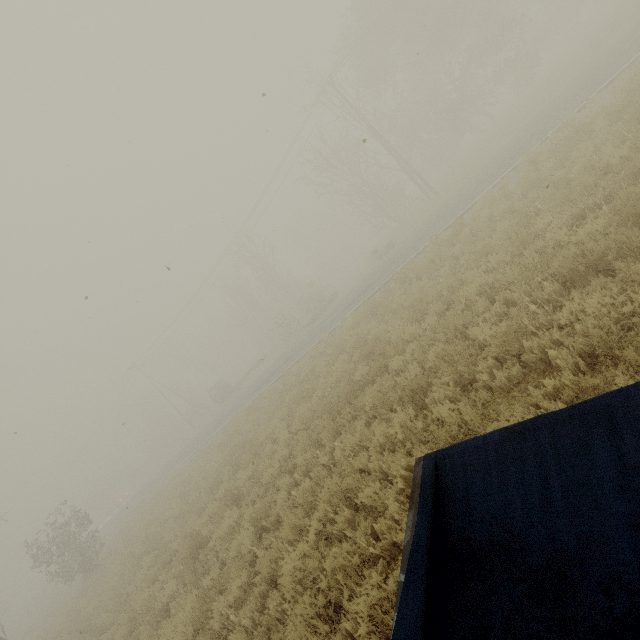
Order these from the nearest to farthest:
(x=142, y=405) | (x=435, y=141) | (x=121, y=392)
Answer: (x=435, y=141)
(x=121, y=392)
(x=142, y=405)

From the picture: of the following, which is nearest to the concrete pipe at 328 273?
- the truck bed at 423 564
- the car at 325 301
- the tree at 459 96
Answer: the car at 325 301

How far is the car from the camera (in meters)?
28.22

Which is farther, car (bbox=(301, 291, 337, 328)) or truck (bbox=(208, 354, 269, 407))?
truck (bbox=(208, 354, 269, 407))

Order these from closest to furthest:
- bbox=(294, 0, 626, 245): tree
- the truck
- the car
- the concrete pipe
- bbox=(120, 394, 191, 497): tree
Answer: bbox=(294, 0, 626, 245): tree, the car, the truck, bbox=(120, 394, 191, 497): tree, the concrete pipe

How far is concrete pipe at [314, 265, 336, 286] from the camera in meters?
53.0 m

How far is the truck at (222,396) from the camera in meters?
35.6 m

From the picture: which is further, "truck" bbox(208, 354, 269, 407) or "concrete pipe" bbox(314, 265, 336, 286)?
"concrete pipe" bbox(314, 265, 336, 286)
